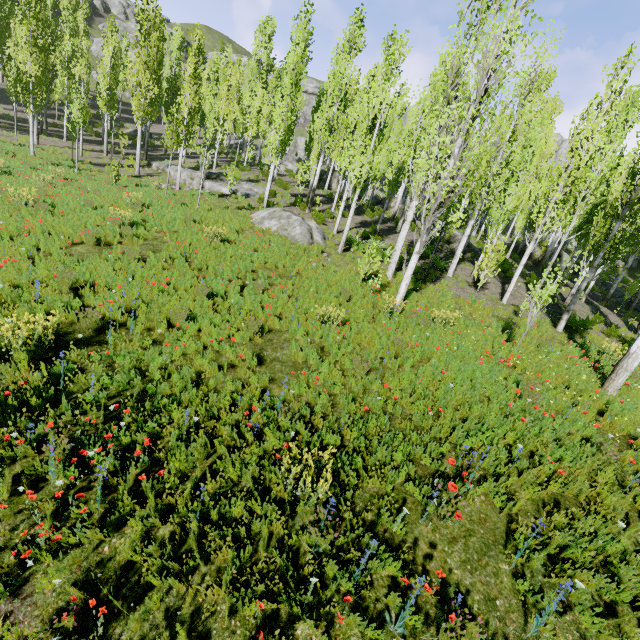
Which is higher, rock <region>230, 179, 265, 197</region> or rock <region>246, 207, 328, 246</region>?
rock <region>230, 179, 265, 197</region>

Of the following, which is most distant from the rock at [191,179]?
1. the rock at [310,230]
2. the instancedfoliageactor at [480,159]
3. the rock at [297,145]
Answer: the rock at [297,145]

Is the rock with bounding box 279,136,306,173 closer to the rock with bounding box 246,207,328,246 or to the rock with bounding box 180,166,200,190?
the rock with bounding box 180,166,200,190

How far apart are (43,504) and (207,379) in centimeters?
289cm

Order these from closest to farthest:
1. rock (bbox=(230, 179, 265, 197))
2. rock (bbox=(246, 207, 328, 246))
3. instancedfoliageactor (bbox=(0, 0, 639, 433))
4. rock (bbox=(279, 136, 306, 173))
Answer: instancedfoliageactor (bbox=(0, 0, 639, 433))
rock (bbox=(246, 207, 328, 246))
rock (bbox=(230, 179, 265, 197))
rock (bbox=(279, 136, 306, 173))

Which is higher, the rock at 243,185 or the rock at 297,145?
the rock at 297,145

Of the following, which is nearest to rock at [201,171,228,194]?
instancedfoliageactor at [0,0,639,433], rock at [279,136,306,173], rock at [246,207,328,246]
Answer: instancedfoliageactor at [0,0,639,433]
